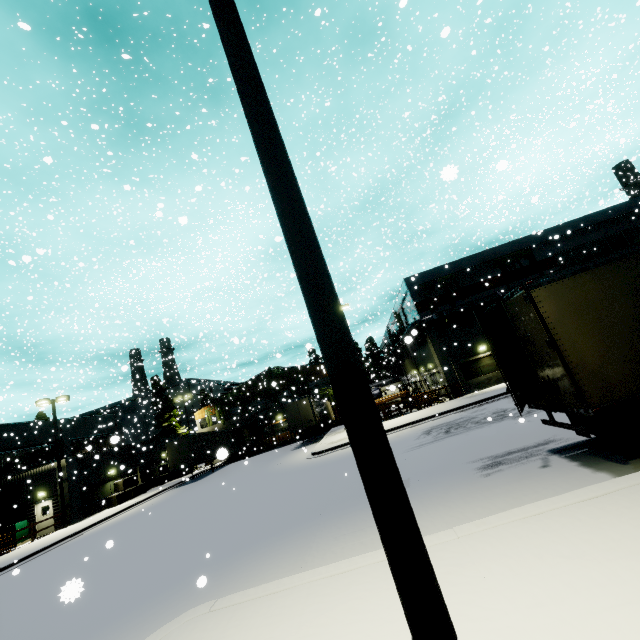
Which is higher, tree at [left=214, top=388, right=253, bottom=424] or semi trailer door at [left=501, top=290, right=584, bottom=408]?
tree at [left=214, top=388, right=253, bottom=424]

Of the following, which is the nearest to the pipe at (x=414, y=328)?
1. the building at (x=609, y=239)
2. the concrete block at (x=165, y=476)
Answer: the building at (x=609, y=239)

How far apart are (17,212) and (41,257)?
29.7 meters

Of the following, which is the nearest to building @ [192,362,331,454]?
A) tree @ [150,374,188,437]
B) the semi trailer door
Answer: tree @ [150,374,188,437]

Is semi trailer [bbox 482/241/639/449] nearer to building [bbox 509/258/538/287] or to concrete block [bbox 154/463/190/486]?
building [bbox 509/258/538/287]

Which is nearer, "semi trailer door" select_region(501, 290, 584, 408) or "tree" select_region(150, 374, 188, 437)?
"semi trailer door" select_region(501, 290, 584, 408)

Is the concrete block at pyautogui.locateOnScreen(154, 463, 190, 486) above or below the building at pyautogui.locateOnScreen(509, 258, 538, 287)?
below

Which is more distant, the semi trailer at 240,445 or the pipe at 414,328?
the semi trailer at 240,445
